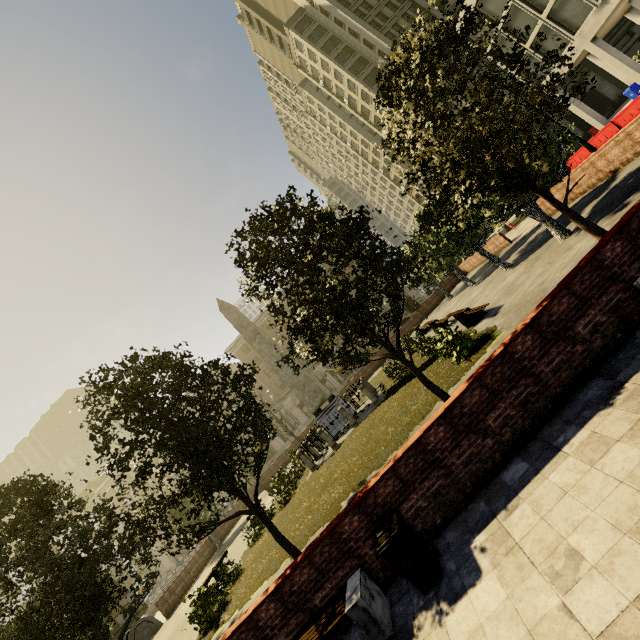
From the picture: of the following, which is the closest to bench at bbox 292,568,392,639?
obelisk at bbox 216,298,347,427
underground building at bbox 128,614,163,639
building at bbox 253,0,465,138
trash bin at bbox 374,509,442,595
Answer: trash bin at bbox 374,509,442,595

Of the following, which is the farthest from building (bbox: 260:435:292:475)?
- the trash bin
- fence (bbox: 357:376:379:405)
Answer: the trash bin

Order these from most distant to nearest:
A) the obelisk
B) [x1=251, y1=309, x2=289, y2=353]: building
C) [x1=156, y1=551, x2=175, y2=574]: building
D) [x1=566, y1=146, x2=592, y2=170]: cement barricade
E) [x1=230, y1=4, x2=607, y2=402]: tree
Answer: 1. [x1=251, y1=309, x2=289, y2=353]: building
2. [x1=156, y1=551, x2=175, y2=574]: building
3. [x1=566, y1=146, x2=592, y2=170]: cement barricade
4. the obelisk
5. [x1=230, y1=4, x2=607, y2=402]: tree

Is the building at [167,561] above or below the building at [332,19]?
below

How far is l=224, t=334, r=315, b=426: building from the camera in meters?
55.3 m

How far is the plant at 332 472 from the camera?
10.0m

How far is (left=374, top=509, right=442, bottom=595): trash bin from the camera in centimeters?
430cm

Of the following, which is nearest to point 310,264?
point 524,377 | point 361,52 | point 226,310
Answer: point 524,377
